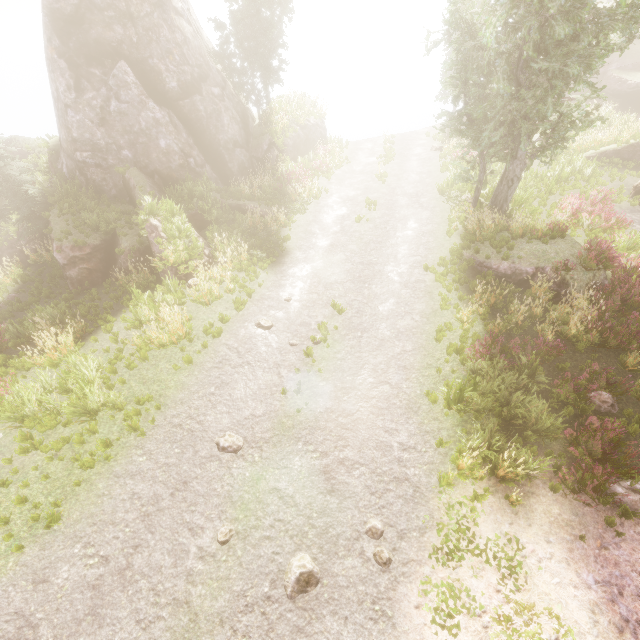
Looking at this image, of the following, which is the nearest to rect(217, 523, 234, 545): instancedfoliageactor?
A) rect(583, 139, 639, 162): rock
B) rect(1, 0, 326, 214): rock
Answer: rect(1, 0, 326, 214): rock

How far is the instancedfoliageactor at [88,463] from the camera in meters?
7.6

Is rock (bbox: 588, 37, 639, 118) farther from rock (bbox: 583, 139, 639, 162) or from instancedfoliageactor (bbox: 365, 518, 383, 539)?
rock (bbox: 583, 139, 639, 162)

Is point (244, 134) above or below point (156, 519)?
above

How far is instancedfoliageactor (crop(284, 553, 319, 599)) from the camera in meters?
6.1 m

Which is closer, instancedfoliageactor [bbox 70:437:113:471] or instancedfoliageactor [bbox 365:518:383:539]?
instancedfoliageactor [bbox 365:518:383:539]

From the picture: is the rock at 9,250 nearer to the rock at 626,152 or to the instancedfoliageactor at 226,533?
the instancedfoliageactor at 226,533
